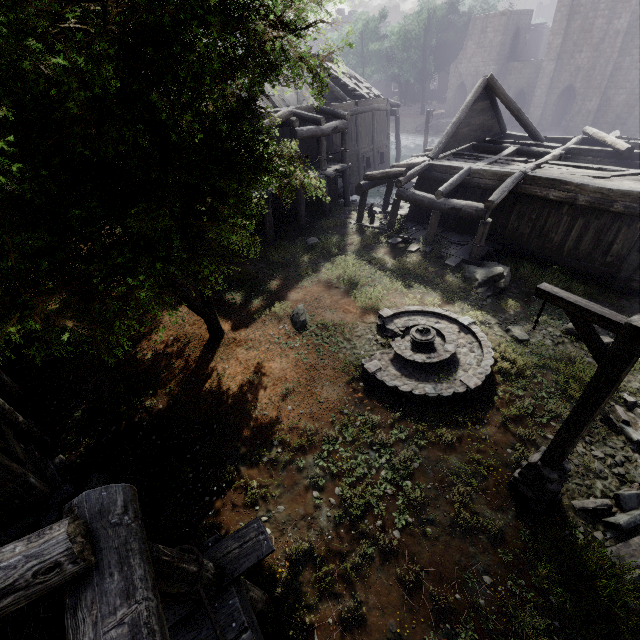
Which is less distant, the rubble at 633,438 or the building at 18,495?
the building at 18,495

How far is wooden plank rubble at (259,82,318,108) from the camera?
18.44m

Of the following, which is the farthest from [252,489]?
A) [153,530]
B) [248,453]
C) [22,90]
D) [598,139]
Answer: [598,139]

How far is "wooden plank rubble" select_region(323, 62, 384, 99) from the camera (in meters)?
23.30

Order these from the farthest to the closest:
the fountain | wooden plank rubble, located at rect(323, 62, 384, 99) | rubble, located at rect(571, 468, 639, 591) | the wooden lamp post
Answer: wooden plank rubble, located at rect(323, 62, 384, 99) < the fountain < rubble, located at rect(571, 468, 639, 591) < the wooden lamp post

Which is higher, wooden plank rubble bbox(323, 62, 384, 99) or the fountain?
wooden plank rubble bbox(323, 62, 384, 99)

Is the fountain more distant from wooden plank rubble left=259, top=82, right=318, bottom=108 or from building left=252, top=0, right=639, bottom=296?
wooden plank rubble left=259, top=82, right=318, bottom=108

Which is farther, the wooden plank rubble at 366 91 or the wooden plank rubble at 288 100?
the wooden plank rubble at 366 91
